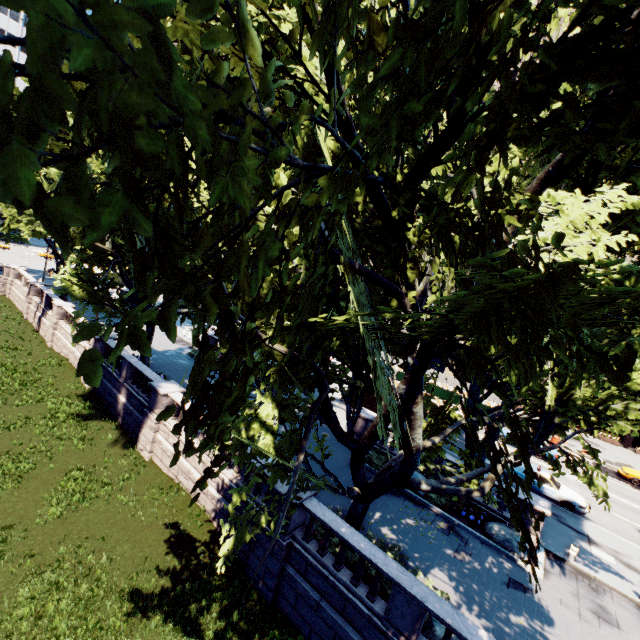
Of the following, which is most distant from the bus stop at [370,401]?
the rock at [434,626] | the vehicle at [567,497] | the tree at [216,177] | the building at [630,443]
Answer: the building at [630,443]

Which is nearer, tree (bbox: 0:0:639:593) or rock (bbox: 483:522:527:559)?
tree (bbox: 0:0:639:593)

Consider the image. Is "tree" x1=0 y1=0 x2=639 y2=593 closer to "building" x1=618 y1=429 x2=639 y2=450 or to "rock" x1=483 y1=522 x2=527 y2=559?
"rock" x1=483 y1=522 x2=527 y2=559

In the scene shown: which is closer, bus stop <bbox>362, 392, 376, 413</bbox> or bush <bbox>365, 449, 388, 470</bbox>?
bush <bbox>365, 449, 388, 470</bbox>

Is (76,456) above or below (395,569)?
below

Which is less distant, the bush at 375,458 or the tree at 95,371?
the tree at 95,371

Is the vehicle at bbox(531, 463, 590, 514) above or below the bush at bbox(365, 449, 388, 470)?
above

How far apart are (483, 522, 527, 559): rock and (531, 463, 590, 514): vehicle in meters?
6.7 m
